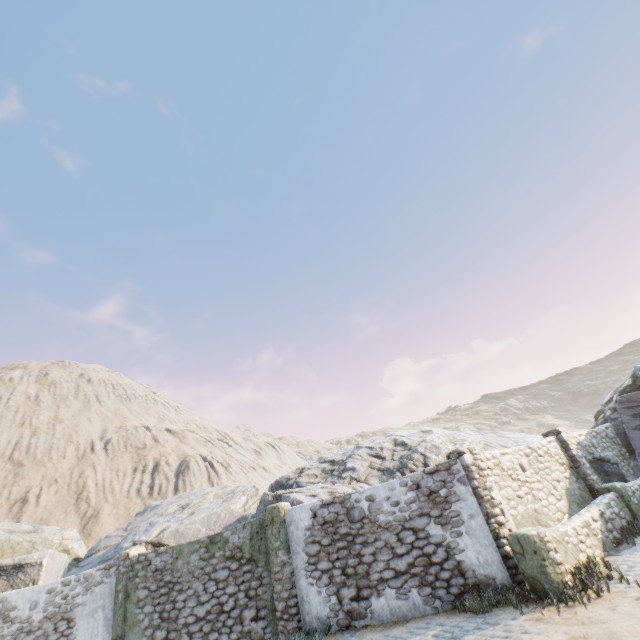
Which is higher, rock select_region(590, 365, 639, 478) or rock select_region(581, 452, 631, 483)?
rock select_region(590, 365, 639, 478)

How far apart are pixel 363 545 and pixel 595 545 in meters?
5.9

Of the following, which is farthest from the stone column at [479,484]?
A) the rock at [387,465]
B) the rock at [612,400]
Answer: the rock at [612,400]

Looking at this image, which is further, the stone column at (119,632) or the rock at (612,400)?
the rock at (612,400)

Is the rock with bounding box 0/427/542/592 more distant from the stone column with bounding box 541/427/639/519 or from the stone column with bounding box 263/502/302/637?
the stone column with bounding box 263/502/302/637

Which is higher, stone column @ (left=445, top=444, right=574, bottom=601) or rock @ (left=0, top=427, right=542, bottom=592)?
rock @ (left=0, top=427, right=542, bottom=592)

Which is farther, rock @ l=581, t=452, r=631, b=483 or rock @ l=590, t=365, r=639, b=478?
rock @ l=590, t=365, r=639, b=478

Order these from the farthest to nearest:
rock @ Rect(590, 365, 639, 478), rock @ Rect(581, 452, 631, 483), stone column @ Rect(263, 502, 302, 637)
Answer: rock @ Rect(590, 365, 639, 478)
rock @ Rect(581, 452, 631, 483)
stone column @ Rect(263, 502, 302, 637)
